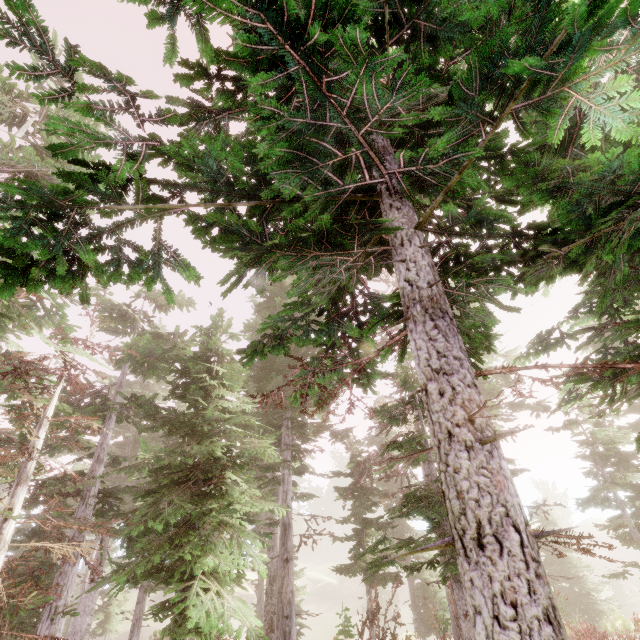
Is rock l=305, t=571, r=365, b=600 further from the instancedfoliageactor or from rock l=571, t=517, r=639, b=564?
rock l=571, t=517, r=639, b=564

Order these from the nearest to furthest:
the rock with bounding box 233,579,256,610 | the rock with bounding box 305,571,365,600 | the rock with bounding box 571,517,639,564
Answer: the rock with bounding box 233,579,256,610, the rock with bounding box 571,517,639,564, the rock with bounding box 305,571,365,600

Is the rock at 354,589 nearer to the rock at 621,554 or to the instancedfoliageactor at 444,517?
the instancedfoliageactor at 444,517

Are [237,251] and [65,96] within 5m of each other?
yes

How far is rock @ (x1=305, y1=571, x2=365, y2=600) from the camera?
50.44m

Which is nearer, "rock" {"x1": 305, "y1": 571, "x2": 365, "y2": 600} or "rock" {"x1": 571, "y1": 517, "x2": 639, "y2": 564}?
"rock" {"x1": 571, "y1": 517, "x2": 639, "y2": 564}

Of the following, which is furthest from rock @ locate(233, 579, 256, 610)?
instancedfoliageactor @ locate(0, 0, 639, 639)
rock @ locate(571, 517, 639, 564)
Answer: rock @ locate(571, 517, 639, 564)

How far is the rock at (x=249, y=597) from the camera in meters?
46.6 m
